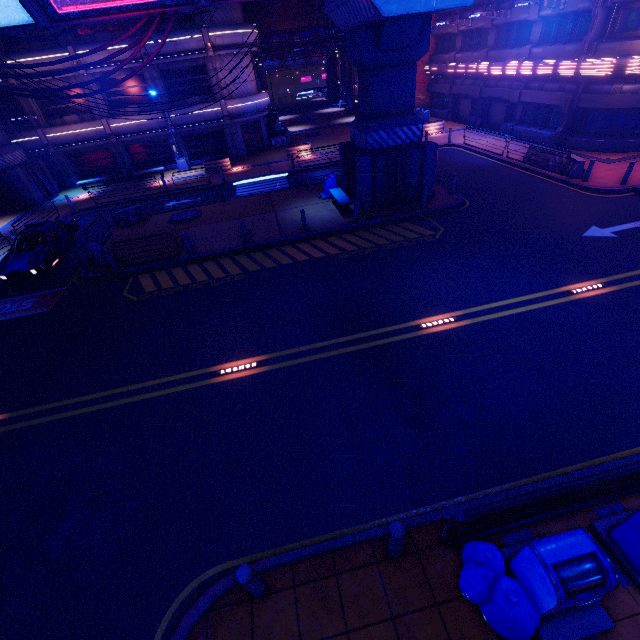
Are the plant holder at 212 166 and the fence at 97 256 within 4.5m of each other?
no

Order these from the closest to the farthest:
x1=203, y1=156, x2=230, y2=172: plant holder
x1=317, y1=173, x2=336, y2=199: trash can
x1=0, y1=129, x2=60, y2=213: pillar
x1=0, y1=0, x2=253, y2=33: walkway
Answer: x1=0, y1=0, x2=253, y2=33: walkway < x1=317, y1=173, x2=336, y2=199: trash can < x1=0, y1=129, x2=60, y2=213: pillar < x1=203, y1=156, x2=230, y2=172: plant holder

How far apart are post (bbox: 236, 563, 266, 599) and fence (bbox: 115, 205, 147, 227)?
20.3m

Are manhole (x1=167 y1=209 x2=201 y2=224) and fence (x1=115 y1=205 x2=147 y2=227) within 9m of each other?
yes

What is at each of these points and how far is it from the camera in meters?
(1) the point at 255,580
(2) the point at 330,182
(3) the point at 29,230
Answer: (1) post, 4.7
(2) trash can, 18.7
(3) car, 16.2

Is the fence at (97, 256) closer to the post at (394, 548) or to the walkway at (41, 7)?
the walkway at (41, 7)

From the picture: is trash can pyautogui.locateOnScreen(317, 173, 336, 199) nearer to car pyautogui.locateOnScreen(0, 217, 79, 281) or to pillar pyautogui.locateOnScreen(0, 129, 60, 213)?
car pyautogui.locateOnScreen(0, 217, 79, 281)

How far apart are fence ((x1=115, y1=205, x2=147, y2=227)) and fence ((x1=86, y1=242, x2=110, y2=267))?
3.9 meters
